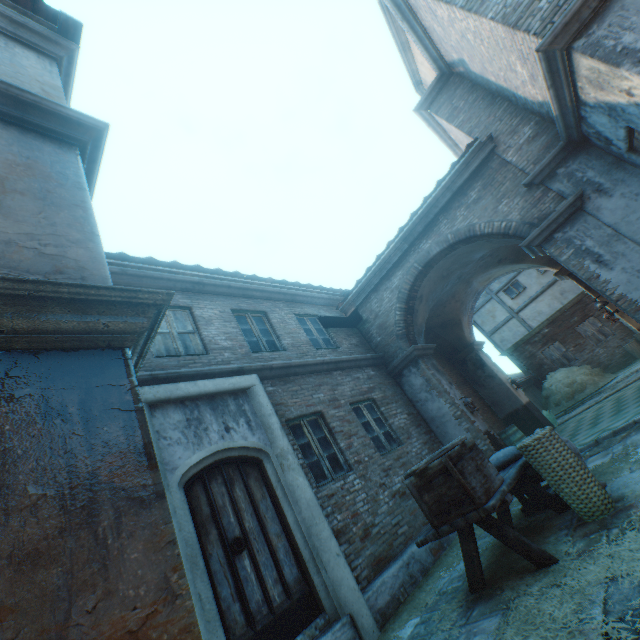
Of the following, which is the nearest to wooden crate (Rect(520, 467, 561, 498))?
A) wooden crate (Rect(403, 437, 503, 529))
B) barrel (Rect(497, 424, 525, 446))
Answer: wooden crate (Rect(403, 437, 503, 529))

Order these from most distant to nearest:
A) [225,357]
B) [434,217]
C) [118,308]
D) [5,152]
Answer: [434,217] → [225,357] → [5,152] → [118,308]

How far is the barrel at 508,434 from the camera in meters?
8.4

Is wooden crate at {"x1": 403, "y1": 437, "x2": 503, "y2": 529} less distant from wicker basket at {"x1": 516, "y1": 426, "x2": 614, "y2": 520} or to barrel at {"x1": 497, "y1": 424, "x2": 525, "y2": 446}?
wicker basket at {"x1": 516, "y1": 426, "x2": 614, "y2": 520}

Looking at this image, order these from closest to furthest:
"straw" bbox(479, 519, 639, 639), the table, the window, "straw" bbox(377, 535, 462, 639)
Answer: "straw" bbox(479, 519, 639, 639), the table, "straw" bbox(377, 535, 462, 639), the window

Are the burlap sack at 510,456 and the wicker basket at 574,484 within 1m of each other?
yes

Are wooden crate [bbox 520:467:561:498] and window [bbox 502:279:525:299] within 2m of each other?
no

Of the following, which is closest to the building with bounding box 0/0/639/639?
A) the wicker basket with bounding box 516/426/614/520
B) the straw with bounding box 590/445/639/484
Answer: the straw with bounding box 590/445/639/484
